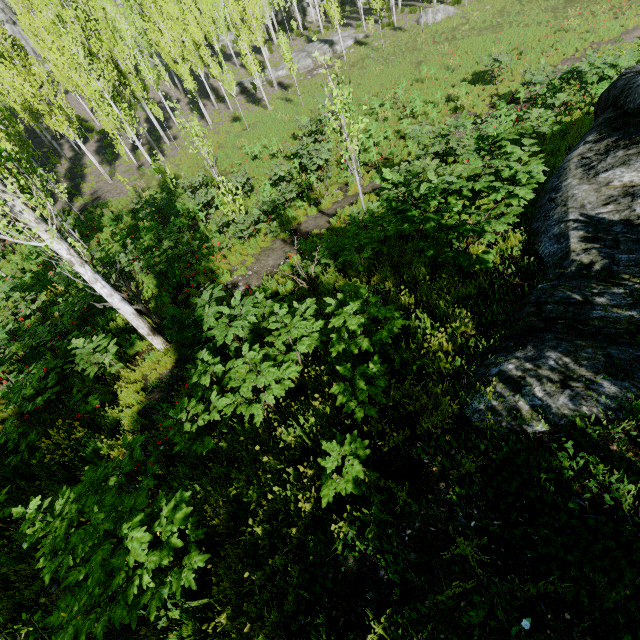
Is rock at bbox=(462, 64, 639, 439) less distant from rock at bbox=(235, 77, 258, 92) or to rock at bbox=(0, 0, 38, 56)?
rock at bbox=(235, 77, 258, 92)

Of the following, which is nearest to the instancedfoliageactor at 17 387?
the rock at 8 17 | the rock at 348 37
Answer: the rock at 8 17

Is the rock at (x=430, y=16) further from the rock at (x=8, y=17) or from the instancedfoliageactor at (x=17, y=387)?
the rock at (x=8, y=17)

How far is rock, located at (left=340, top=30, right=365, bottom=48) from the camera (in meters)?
31.50

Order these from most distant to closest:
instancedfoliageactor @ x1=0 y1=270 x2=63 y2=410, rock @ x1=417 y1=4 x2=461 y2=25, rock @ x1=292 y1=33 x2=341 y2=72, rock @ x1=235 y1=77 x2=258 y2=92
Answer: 1. rock @ x1=235 y1=77 x2=258 y2=92
2. rock @ x1=292 y1=33 x2=341 y2=72
3. rock @ x1=417 y1=4 x2=461 y2=25
4. instancedfoliageactor @ x1=0 y1=270 x2=63 y2=410

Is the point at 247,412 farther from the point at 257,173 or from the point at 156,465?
the point at 257,173

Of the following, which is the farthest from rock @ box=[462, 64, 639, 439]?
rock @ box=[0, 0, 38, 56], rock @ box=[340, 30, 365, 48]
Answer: rock @ box=[0, 0, 38, 56]
